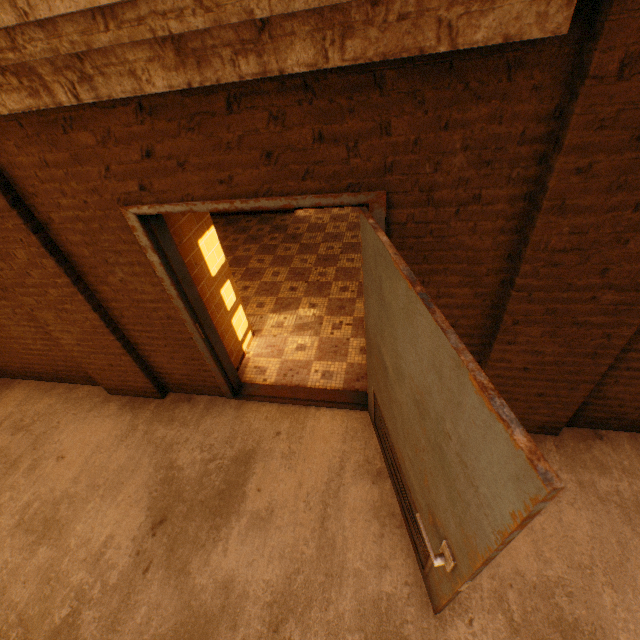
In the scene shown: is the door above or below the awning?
below

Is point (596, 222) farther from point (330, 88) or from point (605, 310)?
point (330, 88)

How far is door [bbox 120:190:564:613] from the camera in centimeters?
84cm

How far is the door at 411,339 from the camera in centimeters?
84cm

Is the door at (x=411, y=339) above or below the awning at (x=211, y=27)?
below
